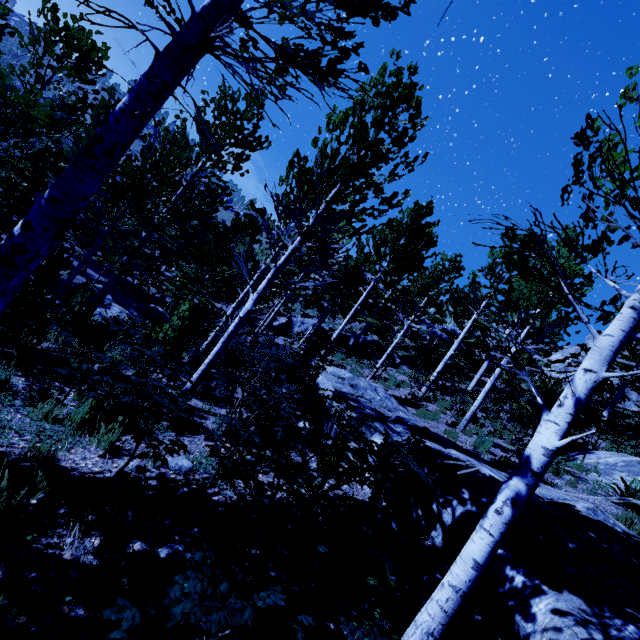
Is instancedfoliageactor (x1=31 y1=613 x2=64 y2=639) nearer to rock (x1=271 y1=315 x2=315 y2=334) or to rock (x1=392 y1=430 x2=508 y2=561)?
rock (x1=392 y1=430 x2=508 y2=561)

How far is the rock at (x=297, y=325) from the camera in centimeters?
2595cm

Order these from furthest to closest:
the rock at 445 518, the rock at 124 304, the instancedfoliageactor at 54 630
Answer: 1. the rock at 124 304
2. the rock at 445 518
3. the instancedfoliageactor at 54 630

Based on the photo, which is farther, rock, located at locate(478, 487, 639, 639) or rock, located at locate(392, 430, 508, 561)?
rock, located at locate(392, 430, 508, 561)

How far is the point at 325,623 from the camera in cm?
249

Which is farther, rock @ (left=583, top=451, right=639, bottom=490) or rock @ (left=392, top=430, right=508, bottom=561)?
rock @ (left=583, top=451, right=639, bottom=490)

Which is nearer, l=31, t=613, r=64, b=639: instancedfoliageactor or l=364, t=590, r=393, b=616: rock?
l=31, t=613, r=64, b=639: instancedfoliageactor

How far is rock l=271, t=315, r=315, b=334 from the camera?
26.0 meters
